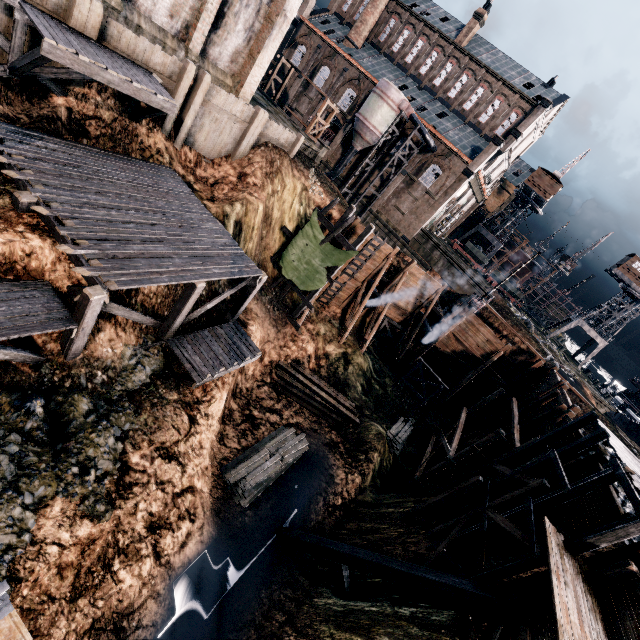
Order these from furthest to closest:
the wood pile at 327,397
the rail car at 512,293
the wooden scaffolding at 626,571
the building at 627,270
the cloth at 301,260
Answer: the rail car at 512,293, the building at 627,270, the wood pile at 327,397, the cloth at 301,260, the wooden scaffolding at 626,571

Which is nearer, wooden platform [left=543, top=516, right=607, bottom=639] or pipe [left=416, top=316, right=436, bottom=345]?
wooden platform [left=543, top=516, right=607, bottom=639]

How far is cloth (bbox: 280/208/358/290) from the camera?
23.56m

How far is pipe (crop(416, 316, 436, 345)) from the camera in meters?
32.3 m

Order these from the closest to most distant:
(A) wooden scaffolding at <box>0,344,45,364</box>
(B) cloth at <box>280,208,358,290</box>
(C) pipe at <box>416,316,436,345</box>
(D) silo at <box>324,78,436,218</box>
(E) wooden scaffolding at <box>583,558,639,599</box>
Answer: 1. (A) wooden scaffolding at <box>0,344,45,364</box>
2. (E) wooden scaffolding at <box>583,558,639,599</box>
3. (B) cloth at <box>280,208,358,290</box>
4. (C) pipe at <box>416,316,436,345</box>
5. (D) silo at <box>324,78,436,218</box>

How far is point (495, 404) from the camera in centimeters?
3072cm

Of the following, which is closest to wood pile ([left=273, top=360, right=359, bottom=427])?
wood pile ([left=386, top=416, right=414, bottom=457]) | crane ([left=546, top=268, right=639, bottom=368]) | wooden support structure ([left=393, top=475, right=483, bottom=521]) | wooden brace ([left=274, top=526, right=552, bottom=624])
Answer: wood pile ([left=386, top=416, right=414, bottom=457])

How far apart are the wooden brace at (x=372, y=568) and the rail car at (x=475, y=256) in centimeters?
5069cm
